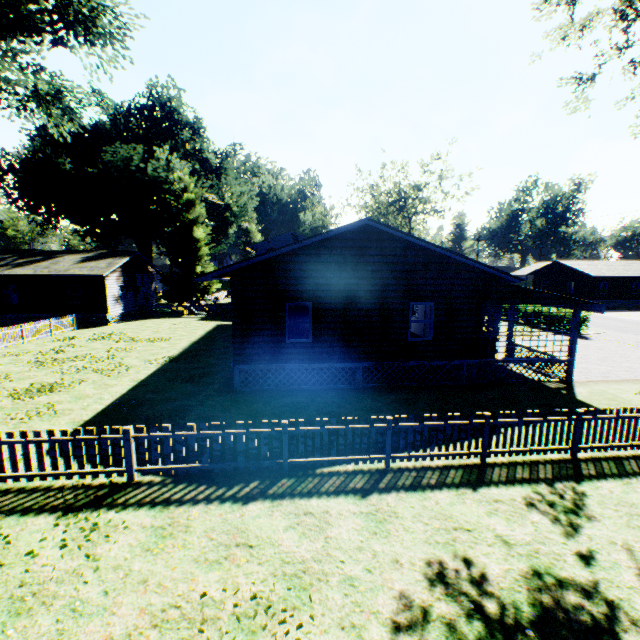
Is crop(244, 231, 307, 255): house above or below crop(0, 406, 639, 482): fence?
above

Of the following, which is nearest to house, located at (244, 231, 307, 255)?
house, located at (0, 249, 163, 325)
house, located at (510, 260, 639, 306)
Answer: house, located at (0, 249, 163, 325)

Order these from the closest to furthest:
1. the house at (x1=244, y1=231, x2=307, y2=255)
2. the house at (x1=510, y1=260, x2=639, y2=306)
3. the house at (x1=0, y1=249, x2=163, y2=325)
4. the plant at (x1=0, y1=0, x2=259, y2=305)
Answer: the plant at (x1=0, y1=0, x2=259, y2=305) < the house at (x1=0, y1=249, x2=163, y2=325) < the house at (x1=244, y1=231, x2=307, y2=255) < the house at (x1=510, y1=260, x2=639, y2=306)

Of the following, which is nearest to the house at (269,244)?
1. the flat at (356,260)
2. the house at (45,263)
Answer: the flat at (356,260)

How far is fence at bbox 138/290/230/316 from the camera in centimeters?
3331cm

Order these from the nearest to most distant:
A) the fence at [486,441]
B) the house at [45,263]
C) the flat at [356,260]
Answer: the fence at [486,441] < the flat at [356,260] < the house at [45,263]

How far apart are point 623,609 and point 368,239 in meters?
11.0 m

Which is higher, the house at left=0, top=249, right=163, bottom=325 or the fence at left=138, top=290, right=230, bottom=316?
the house at left=0, top=249, right=163, bottom=325
